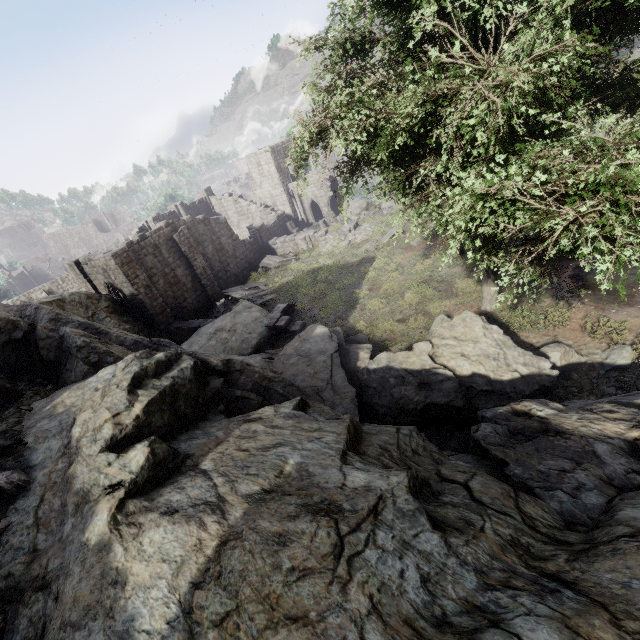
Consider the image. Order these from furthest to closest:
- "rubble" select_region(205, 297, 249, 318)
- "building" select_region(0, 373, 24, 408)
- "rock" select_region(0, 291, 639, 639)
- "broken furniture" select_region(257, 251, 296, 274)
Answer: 1. "broken furniture" select_region(257, 251, 296, 274)
2. "rubble" select_region(205, 297, 249, 318)
3. "building" select_region(0, 373, 24, 408)
4. "rock" select_region(0, 291, 639, 639)

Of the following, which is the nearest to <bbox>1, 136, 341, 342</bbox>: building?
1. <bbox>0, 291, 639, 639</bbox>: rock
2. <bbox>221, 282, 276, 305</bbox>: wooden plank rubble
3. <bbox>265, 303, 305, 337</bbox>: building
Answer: <bbox>0, 291, 639, 639</bbox>: rock

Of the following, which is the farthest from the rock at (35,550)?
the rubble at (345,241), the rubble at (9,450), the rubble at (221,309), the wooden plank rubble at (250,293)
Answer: the rubble at (345,241)

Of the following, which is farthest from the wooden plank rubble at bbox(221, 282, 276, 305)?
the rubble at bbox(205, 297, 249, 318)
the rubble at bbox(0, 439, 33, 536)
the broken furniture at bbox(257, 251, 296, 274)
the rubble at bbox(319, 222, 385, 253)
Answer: the rubble at bbox(0, 439, 33, 536)

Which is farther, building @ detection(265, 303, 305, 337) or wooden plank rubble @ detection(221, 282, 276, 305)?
wooden plank rubble @ detection(221, 282, 276, 305)

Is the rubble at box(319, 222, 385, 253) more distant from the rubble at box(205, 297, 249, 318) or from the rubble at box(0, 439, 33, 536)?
the rubble at box(0, 439, 33, 536)

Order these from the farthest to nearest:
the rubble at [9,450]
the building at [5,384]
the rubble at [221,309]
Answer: the rubble at [221,309], the building at [5,384], the rubble at [9,450]

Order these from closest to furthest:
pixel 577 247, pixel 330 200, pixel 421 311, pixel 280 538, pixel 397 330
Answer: pixel 280 538 < pixel 577 247 < pixel 397 330 < pixel 421 311 < pixel 330 200
